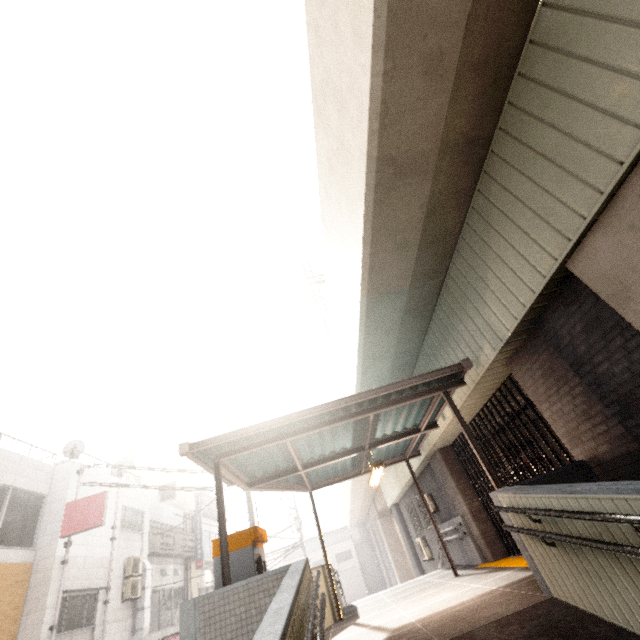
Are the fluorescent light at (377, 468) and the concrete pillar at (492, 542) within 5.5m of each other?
yes

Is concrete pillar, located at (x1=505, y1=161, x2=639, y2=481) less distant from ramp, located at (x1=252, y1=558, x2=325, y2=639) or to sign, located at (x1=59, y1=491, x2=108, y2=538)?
ramp, located at (x1=252, y1=558, x2=325, y2=639)

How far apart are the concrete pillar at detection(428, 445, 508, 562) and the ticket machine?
6.3 meters

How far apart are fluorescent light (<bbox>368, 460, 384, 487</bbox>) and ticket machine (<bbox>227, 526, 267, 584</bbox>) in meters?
A: 2.4

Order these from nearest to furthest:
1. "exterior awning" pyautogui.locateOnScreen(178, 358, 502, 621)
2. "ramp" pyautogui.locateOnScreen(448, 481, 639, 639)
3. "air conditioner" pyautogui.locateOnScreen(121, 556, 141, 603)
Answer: "ramp" pyautogui.locateOnScreen(448, 481, 639, 639), "exterior awning" pyautogui.locateOnScreen(178, 358, 502, 621), "air conditioner" pyautogui.locateOnScreen(121, 556, 141, 603)

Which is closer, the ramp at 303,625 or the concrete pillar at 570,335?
the ramp at 303,625

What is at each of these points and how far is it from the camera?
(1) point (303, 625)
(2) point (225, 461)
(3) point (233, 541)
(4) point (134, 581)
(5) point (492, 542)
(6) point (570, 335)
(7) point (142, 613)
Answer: (1) ramp, 2.8 meters
(2) exterior awning, 6.2 meters
(3) ticket machine, 5.1 meters
(4) air conditioner, 13.1 meters
(5) concrete pillar, 8.7 meters
(6) concrete pillar, 4.3 meters
(7) ducting, 13.0 meters

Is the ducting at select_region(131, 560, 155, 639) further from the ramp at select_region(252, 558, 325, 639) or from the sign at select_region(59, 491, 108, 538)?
the ramp at select_region(252, 558, 325, 639)
